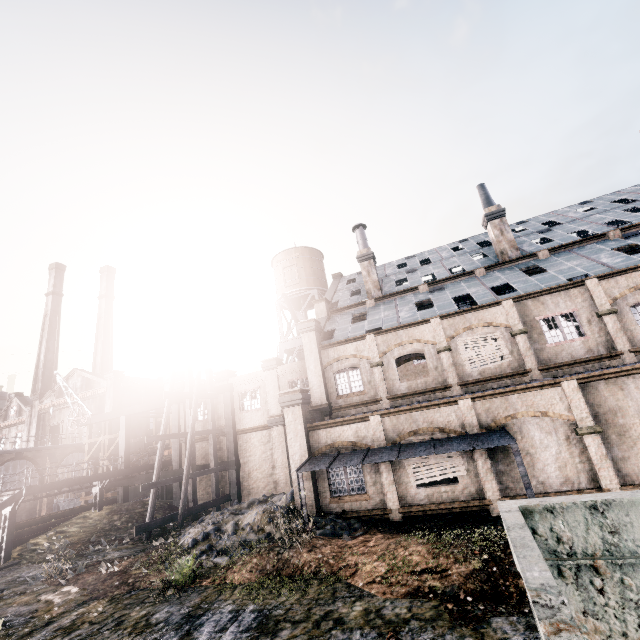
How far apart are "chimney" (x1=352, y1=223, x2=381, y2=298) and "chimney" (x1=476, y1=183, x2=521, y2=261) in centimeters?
947cm

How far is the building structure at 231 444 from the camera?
24.66m

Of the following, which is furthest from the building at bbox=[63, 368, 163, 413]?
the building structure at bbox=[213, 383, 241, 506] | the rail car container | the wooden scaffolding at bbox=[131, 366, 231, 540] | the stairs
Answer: the rail car container

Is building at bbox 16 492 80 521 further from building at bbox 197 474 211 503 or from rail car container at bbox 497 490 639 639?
rail car container at bbox 497 490 639 639

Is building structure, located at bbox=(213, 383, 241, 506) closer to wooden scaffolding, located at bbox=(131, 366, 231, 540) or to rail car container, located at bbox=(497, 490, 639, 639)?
wooden scaffolding, located at bbox=(131, 366, 231, 540)

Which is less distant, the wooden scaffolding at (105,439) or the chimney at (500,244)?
the chimney at (500,244)

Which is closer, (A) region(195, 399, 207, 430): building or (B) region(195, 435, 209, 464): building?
(B) region(195, 435, 209, 464): building

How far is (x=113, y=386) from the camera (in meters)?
44.28
